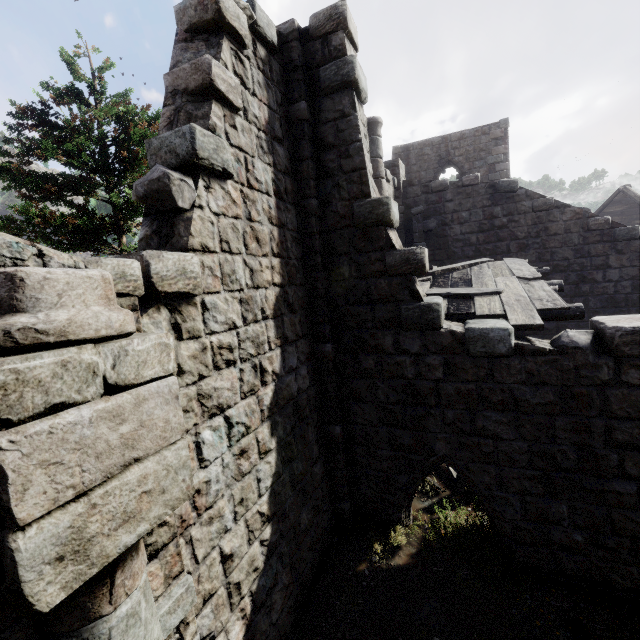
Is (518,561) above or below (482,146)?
below

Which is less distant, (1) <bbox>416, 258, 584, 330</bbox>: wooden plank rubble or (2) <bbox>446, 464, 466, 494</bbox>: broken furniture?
(1) <bbox>416, 258, 584, 330</bbox>: wooden plank rubble

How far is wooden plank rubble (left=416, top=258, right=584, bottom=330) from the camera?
5.6m

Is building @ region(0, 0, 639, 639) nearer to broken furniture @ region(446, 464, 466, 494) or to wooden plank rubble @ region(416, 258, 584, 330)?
wooden plank rubble @ region(416, 258, 584, 330)

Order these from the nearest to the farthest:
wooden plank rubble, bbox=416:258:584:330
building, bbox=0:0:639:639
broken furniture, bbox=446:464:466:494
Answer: building, bbox=0:0:639:639 → wooden plank rubble, bbox=416:258:584:330 → broken furniture, bbox=446:464:466:494

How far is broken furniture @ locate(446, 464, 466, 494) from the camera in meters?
7.2 m

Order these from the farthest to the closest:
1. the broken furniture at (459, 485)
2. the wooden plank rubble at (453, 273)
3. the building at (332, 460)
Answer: the broken furniture at (459, 485), the wooden plank rubble at (453, 273), the building at (332, 460)

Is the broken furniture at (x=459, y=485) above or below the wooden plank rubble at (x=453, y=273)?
below
